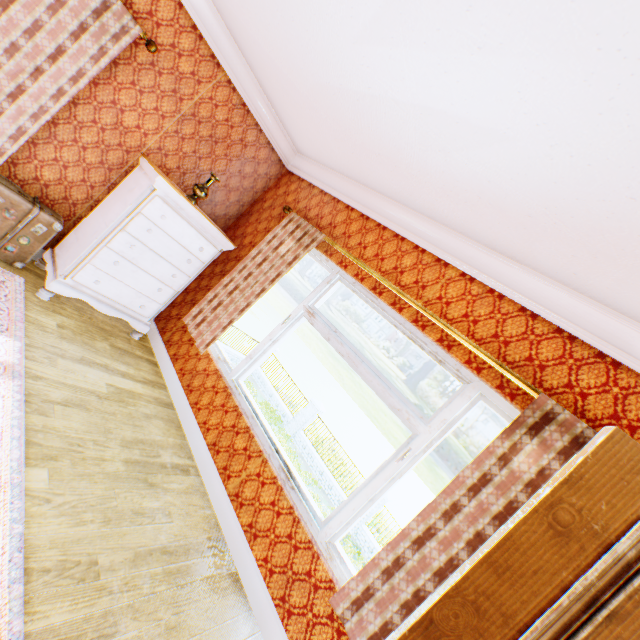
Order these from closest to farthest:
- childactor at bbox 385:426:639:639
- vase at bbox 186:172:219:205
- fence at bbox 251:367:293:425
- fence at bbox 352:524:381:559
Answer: childactor at bbox 385:426:639:639, vase at bbox 186:172:219:205, fence at bbox 352:524:381:559, fence at bbox 251:367:293:425

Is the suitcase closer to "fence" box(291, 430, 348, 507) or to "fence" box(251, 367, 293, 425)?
"fence" box(291, 430, 348, 507)

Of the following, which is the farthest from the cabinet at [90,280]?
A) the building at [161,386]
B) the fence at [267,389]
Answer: the fence at [267,389]

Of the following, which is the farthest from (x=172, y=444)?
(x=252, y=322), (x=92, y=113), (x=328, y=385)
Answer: (x=328, y=385)

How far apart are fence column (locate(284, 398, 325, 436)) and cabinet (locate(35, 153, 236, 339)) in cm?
1498

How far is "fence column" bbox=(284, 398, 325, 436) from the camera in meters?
18.1 m

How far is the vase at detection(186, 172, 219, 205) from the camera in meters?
3.6 m

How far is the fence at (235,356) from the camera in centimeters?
1930cm
